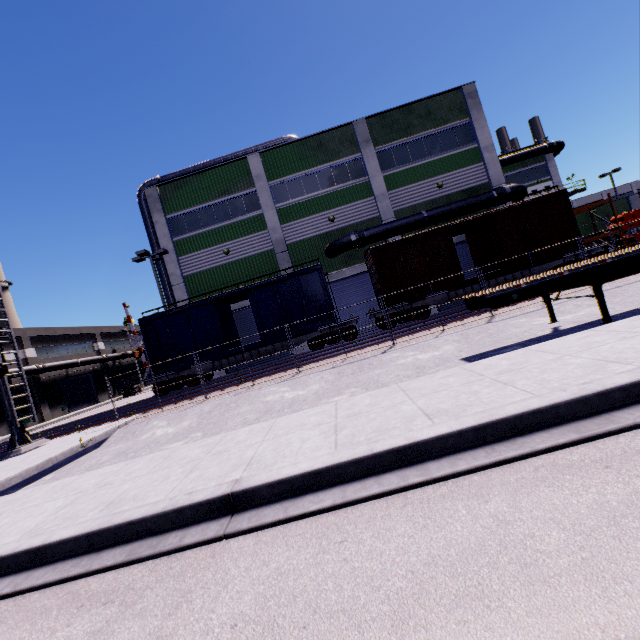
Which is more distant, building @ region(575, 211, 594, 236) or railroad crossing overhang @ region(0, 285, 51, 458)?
building @ region(575, 211, 594, 236)

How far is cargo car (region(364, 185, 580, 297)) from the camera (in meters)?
17.42

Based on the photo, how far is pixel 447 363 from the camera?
8.9 meters

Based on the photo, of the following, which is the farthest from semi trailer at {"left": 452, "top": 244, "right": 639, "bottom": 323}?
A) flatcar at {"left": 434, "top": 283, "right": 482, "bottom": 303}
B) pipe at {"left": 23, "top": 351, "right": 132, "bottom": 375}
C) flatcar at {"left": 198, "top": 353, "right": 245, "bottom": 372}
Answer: pipe at {"left": 23, "top": 351, "right": 132, "bottom": 375}

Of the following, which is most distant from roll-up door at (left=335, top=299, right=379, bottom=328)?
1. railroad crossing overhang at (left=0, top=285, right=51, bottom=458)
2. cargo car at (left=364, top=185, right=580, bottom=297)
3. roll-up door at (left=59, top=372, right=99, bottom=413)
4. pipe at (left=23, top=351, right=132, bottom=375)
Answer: roll-up door at (left=59, top=372, right=99, bottom=413)

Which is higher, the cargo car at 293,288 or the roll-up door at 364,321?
the cargo car at 293,288

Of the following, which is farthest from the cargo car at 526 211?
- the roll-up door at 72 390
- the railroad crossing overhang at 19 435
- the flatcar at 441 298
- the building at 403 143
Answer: the roll-up door at 72 390

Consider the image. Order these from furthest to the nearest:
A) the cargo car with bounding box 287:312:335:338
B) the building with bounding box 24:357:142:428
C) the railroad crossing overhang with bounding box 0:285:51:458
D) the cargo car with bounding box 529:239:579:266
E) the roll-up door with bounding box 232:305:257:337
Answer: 1. the building with bounding box 24:357:142:428
2. the roll-up door with bounding box 232:305:257:337
3. the cargo car with bounding box 287:312:335:338
4. the cargo car with bounding box 529:239:579:266
5. the railroad crossing overhang with bounding box 0:285:51:458
